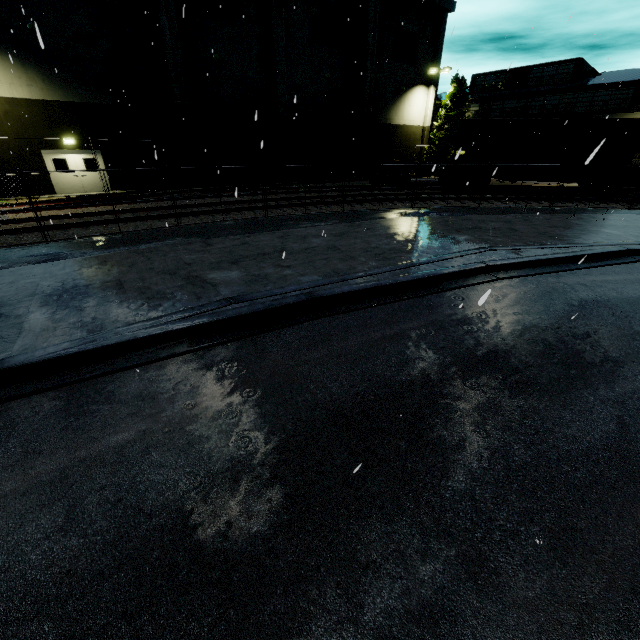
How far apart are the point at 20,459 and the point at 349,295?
5.5m

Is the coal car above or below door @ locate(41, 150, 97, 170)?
above

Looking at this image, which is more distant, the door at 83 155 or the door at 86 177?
the door at 86 177

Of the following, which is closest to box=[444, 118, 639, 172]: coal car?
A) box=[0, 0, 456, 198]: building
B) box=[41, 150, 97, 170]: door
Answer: box=[0, 0, 456, 198]: building

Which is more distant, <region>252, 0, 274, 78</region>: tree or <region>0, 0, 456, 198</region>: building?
<region>252, 0, 274, 78</region>: tree

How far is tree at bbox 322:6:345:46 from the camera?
26.06m

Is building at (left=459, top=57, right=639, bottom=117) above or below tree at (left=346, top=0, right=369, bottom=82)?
below

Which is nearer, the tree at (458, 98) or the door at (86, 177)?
the door at (86, 177)
